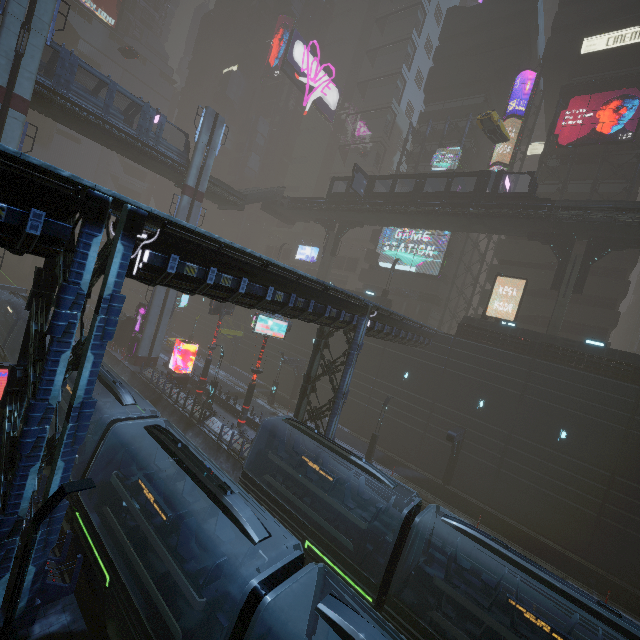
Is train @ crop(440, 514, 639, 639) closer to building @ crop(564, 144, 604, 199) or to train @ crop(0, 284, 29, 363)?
building @ crop(564, 144, 604, 199)

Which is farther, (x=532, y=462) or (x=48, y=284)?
(x=532, y=462)

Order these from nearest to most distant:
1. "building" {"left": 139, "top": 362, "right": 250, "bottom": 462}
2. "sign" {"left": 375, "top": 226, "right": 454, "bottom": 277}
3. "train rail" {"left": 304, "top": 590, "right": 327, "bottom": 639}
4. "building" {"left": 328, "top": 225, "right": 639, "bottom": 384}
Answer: A: "train rail" {"left": 304, "top": 590, "right": 327, "bottom": 639}, "building" {"left": 139, "top": 362, "right": 250, "bottom": 462}, "building" {"left": 328, "top": 225, "right": 639, "bottom": 384}, "sign" {"left": 375, "top": 226, "right": 454, "bottom": 277}

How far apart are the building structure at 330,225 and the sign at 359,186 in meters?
6.6

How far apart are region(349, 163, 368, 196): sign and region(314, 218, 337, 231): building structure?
6.6 meters

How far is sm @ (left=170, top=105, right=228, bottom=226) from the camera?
32.0 meters

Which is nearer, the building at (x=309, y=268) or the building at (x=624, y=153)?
the building at (x=624, y=153)

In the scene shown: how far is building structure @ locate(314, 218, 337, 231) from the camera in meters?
42.8
